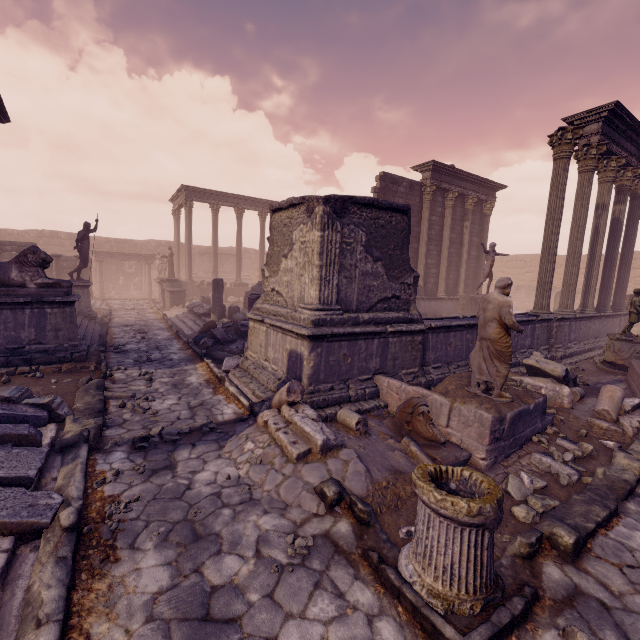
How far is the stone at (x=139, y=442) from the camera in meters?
4.5

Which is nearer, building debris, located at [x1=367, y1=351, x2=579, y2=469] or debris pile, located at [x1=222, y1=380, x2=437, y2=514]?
debris pile, located at [x1=222, y1=380, x2=437, y2=514]

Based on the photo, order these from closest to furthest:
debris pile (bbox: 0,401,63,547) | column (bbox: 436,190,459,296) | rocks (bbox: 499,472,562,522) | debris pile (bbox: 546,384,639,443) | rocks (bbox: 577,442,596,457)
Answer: debris pile (bbox: 0,401,63,547) < rocks (bbox: 499,472,562,522) < rocks (bbox: 577,442,596,457) < debris pile (bbox: 546,384,639,443) < column (bbox: 436,190,459,296)

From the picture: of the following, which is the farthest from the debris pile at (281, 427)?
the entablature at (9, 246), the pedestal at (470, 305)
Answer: the entablature at (9, 246)

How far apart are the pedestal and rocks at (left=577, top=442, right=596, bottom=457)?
8.2 meters

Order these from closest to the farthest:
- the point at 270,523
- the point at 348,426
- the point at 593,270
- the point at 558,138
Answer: the point at 270,523 < the point at 348,426 < the point at 558,138 < the point at 593,270

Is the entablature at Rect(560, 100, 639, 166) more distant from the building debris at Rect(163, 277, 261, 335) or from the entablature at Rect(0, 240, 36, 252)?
the entablature at Rect(0, 240, 36, 252)

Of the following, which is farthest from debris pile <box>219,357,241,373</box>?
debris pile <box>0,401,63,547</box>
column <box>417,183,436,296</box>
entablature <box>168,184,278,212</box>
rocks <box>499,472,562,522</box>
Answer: entablature <box>168,184,278,212</box>
